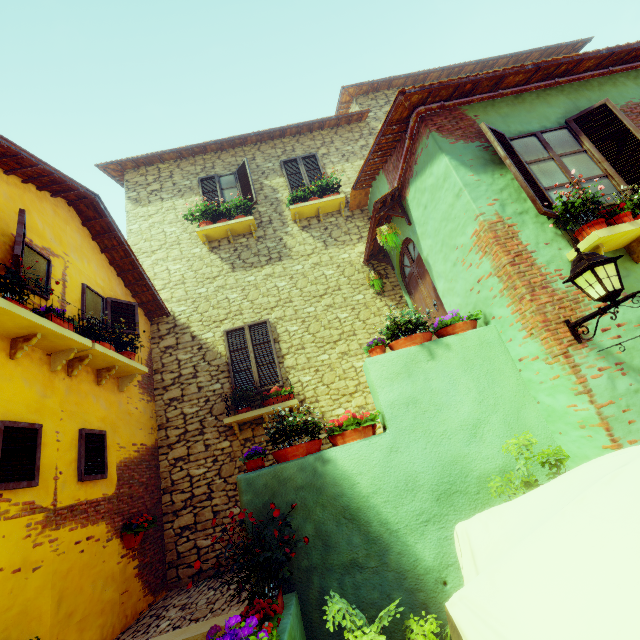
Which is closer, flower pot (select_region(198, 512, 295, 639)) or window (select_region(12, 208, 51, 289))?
flower pot (select_region(198, 512, 295, 639))

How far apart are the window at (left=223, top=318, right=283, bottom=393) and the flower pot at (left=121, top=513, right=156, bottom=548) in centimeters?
271cm

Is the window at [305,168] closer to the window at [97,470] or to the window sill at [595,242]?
the window at [97,470]

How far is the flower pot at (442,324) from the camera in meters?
4.6

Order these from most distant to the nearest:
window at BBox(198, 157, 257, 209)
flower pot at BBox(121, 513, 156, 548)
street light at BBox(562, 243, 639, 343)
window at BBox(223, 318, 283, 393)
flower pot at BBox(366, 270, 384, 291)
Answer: window at BBox(198, 157, 257, 209)
flower pot at BBox(366, 270, 384, 291)
window at BBox(223, 318, 283, 393)
flower pot at BBox(121, 513, 156, 548)
street light at BBox(562, 243, 639, 343)

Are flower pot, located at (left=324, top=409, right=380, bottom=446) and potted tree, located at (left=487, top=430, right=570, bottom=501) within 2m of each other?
yes

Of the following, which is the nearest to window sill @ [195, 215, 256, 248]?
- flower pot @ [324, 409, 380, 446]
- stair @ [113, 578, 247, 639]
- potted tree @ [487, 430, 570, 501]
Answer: flower pot @ [324, 409, 380, 446]

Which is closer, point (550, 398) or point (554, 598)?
point (554, 598)
